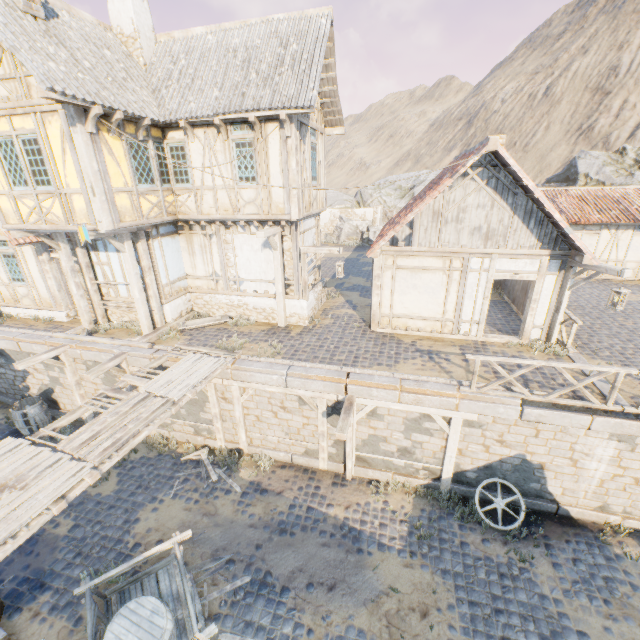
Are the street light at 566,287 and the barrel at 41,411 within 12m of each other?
no

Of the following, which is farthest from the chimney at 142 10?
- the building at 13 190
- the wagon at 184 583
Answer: the wagon at 184 583

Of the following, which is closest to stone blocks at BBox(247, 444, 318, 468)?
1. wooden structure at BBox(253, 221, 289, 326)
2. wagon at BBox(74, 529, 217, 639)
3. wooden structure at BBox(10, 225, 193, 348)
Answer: wooden structure at BBox(10, 225, 193, 348)

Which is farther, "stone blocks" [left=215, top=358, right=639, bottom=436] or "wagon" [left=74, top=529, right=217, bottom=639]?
"stone blocks" [left=215, top=358, right=639, bottom=436]

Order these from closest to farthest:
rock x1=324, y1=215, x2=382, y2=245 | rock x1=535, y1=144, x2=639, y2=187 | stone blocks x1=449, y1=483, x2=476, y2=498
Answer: stone blocks x1=449, y1=483, x2=476, y2=498 → rock x1=535, y1=144, x2=639, y2=187 → rock x1=324, y1=215, x2=382, y2=245

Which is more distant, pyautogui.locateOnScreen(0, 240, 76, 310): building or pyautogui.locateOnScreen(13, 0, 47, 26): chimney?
pyautogui.locateOnScreen(0, 240, 76, 310): building

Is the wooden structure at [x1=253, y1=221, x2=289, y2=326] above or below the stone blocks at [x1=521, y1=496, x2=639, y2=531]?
above

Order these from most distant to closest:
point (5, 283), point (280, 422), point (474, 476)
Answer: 1. point (5, 283)
2. point (280, 422)
3. point (474, 476)
